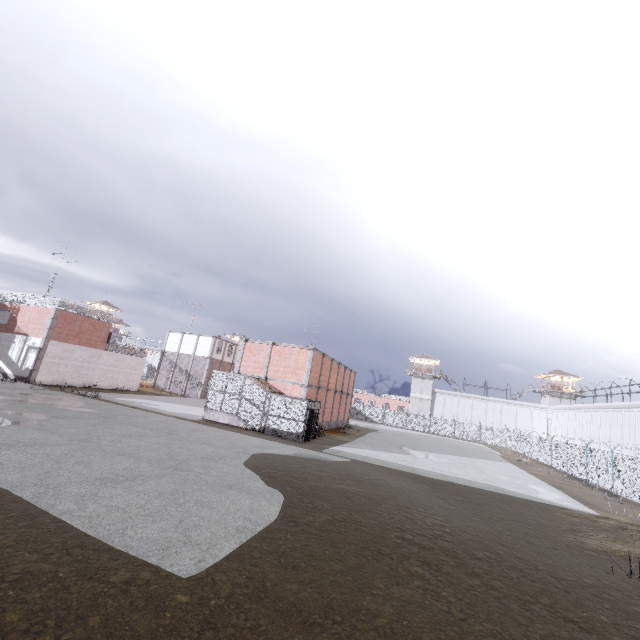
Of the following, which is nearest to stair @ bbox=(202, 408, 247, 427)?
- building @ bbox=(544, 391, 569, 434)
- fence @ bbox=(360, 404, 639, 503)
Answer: fence @ bbox=(360, 404, 639, 503)

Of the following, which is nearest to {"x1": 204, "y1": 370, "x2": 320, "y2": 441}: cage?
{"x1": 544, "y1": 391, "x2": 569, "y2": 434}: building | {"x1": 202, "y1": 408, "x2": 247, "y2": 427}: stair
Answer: {"x1": 202, "y1": 408, "x2": 247, "y2": 427}: stair

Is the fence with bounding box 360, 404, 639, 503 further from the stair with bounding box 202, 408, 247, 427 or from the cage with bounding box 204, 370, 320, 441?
the stair with bounding box 202, 408, 247, 427

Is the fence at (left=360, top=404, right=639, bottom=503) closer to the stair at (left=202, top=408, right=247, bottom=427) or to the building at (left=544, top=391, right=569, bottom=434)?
the building at (left=544, top=391, right=569, bottom=434)

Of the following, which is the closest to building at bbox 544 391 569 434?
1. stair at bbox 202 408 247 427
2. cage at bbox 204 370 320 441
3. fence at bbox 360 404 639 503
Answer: fence at bbox 360 404 639 503

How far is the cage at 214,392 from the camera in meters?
22.9 m

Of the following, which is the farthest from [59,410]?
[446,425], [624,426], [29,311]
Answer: [446,425]

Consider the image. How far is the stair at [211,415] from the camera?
24.2m
